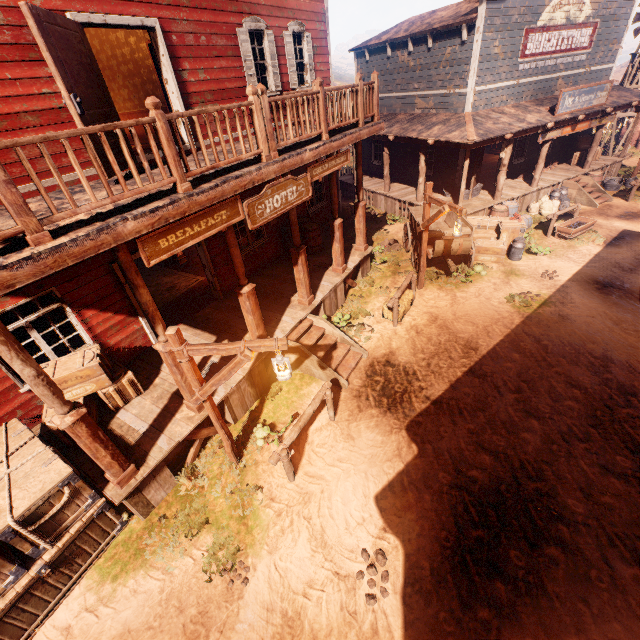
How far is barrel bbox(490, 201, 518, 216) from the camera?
13.2 meters

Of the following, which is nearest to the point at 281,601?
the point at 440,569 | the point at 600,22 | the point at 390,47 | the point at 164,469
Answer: the point at 440,569

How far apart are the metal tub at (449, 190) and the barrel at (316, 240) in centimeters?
701cm

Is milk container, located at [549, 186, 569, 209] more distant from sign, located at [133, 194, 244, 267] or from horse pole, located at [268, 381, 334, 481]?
horse pole, located at [268, 381, 334, 481]

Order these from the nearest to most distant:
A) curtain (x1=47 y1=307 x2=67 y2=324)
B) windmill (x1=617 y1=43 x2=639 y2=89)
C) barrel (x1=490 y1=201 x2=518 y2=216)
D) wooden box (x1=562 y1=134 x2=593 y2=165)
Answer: curtain (x1=47 y1=307 x2=67 y2=324)
barrel (x1=490 y1=201 x2=518 y2=216)
wooden box (x1=562 y1=134 x2=593 y2=165)
windmill (x1=617 y1=43 x2=639 y2=89)

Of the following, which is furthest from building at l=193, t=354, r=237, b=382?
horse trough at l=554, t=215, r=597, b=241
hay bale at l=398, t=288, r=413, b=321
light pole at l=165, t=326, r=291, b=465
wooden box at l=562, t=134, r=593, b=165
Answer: horse trough at l=554, t=215, r=597, b=241

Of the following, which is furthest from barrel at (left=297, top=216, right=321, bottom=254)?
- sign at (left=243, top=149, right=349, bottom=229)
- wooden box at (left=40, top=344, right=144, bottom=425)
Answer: wooden box at (left=40, top=344, right=144, bottom=425)

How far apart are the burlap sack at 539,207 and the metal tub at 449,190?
2.3m
